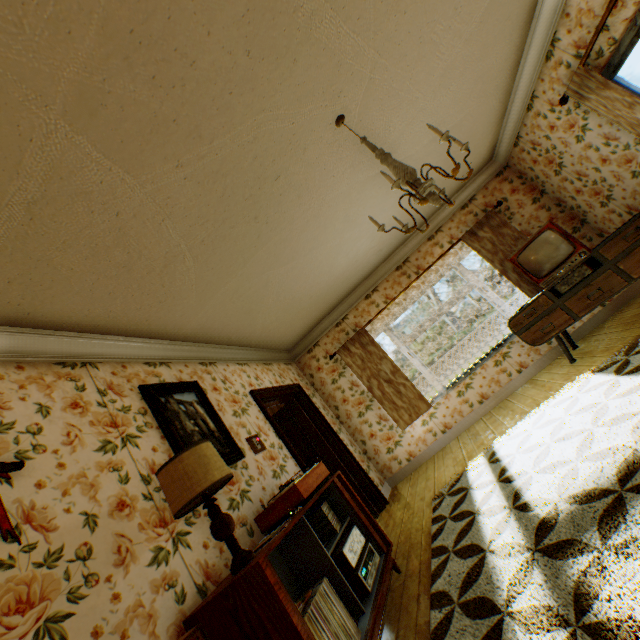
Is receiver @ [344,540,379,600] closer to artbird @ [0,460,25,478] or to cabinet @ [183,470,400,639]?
cabinet @ [183,470,400,639]

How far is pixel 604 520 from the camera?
1.6m

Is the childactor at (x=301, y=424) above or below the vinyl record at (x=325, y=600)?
above

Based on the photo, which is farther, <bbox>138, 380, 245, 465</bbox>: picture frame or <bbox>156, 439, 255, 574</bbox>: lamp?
<bbox>138, 380, 245, 465</bbox>: picture frame

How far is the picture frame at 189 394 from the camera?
2.82m

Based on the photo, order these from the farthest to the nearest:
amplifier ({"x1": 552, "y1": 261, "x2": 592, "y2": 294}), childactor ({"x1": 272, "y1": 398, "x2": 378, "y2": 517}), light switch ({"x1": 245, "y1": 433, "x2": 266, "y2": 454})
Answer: childactor ({"x1": 272, "y1": 398, "x2": 378, "y2": 517})
amplifier ({"x1": 552, "y1": 261, "x2": 592, "y2": 294})
light switch ({"x1": 245, "y1": 433, "x2": 266, "y2": 454})

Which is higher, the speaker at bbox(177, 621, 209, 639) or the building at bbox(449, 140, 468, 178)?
the building at bbox(449, 140, 468, 178)

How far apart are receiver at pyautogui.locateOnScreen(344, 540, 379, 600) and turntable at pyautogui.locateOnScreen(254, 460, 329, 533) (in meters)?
0.60
